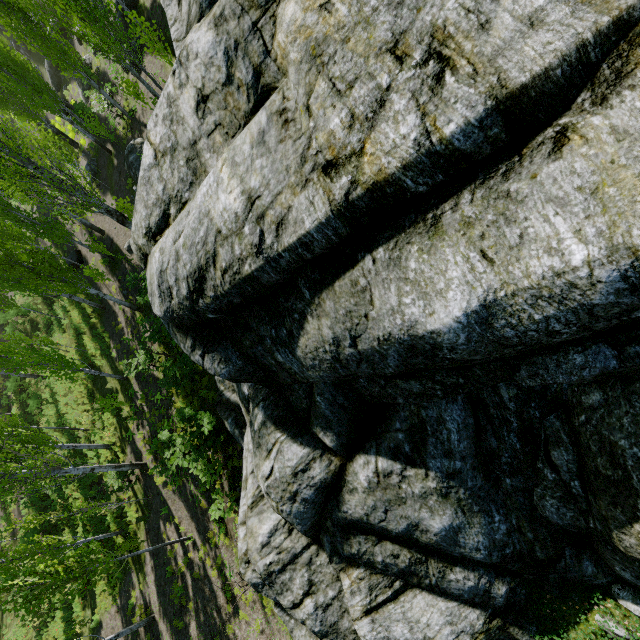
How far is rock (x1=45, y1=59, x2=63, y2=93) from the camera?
29.0 meters

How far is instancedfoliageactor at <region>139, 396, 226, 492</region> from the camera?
11.4m

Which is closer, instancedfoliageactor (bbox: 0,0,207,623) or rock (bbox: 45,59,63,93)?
instancedfoliageactor (bbox: 0,0,207,623)

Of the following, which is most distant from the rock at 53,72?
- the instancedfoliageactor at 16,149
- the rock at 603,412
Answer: the rock at 603,412

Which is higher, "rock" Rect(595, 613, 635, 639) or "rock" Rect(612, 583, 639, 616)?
"rock" Rect(612, 583, 639, 616)

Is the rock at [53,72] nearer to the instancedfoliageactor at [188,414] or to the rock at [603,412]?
the instancedfoliageactor at [188,414]

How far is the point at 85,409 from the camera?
21.92m

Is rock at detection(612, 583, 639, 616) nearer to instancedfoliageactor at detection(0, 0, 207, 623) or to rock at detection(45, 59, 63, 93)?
instancedfoliageactor at detection(0, 0, 207, 623)
